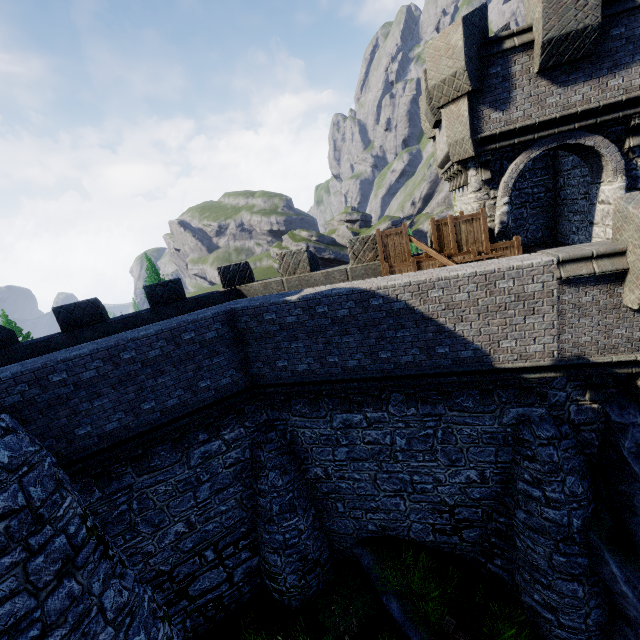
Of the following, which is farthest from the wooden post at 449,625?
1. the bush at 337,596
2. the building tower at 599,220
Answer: the building tower at 599,220

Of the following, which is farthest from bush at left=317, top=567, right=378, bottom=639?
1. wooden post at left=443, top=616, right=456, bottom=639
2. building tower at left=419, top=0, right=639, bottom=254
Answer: building tower at left=419, top=0, right=639, bottom=254

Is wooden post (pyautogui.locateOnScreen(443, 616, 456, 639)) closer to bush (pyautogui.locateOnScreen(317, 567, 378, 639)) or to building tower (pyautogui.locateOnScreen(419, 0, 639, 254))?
bush (pyautogui.locateOnScreen(317, 567, 378, 639))

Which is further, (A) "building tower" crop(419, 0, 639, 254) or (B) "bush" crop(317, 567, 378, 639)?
(B) "bush" crop(317, 567, 378, 639)

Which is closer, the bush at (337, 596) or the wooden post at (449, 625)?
the wooden post at (449, 625)

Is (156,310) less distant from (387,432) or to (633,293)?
(387,432)
